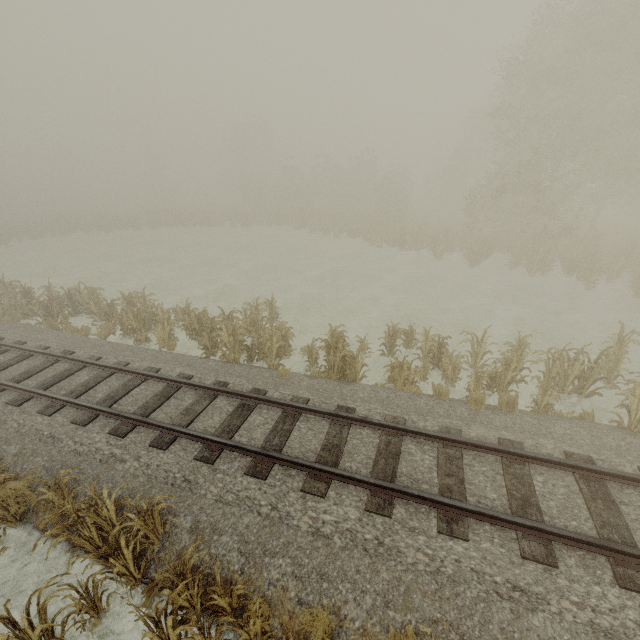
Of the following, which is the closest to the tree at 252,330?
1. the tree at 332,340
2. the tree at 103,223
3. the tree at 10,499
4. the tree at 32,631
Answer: the tree at 332,340

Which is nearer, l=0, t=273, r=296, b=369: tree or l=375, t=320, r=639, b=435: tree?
l=375, t=320, r=639, b=435: tree

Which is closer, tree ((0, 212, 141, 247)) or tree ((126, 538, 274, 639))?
tree ((126, 538, 274, 639))

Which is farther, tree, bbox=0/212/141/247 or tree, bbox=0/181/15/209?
tree, bbox=0/181/15/209

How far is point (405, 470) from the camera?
6.4m

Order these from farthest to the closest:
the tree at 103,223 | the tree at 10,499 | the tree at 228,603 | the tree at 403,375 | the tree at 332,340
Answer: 1. the tree at 103,223
2. the tree at 332,340
3. the tree at 403,375
4. the tree at 10,499
5. the tree at 228,603

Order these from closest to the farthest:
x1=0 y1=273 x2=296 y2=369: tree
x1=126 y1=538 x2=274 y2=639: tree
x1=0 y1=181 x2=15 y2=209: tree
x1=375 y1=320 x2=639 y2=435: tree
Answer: x1=126 y1=538 x2=274 y2=639: tree, x1=375 y1=320 x2=639 y2=435: tree, x1=0 y1=273 x2=296 y2=369: tree, x1=0 y1=181 x2=15 y2=209: tree

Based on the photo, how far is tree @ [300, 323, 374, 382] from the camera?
9.72m
